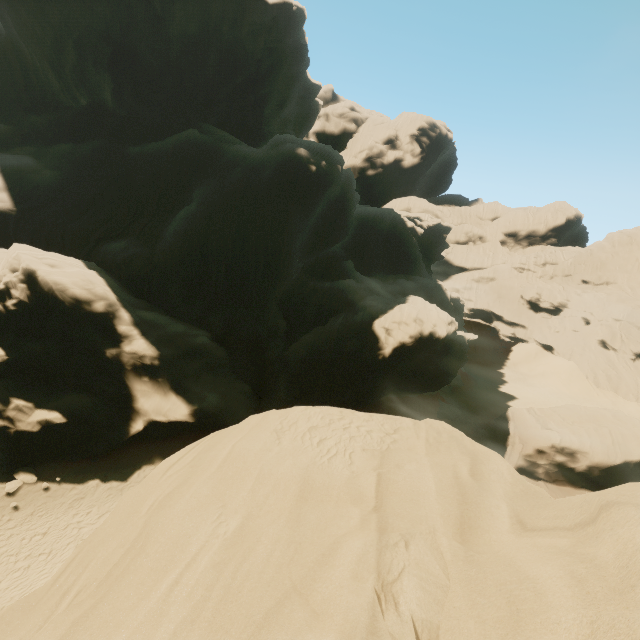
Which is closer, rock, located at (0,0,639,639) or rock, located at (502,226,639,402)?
rock, located at (0,0,639,639)

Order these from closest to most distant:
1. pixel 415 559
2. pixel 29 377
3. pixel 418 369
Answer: pixel 415 559 → pixel 29 377 → pixel 418 369

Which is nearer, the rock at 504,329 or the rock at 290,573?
the rock at 290,573
